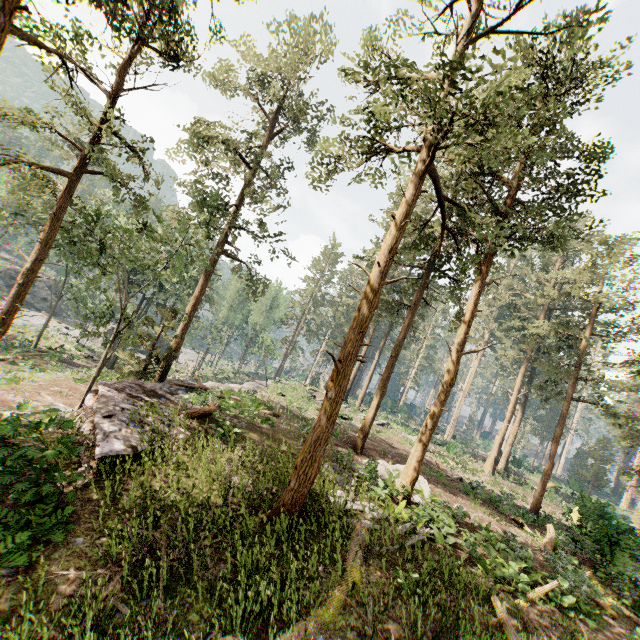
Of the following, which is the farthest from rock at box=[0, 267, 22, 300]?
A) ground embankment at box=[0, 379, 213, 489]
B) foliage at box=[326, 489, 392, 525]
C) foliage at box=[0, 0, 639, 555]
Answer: foliage at box=[326, 489, 392, 525]

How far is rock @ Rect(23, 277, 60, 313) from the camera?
53.09m

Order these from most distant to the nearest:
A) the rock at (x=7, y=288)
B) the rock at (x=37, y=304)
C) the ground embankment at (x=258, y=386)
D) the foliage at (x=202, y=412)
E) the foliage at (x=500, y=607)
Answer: the rock at (x=37, y=304), the rock at (x=7, y=288), the ground embankment at (x=258, y=386), the foliage at (x=202, y=412), the foliage at (x=500, y=607)

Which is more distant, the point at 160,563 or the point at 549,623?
the point at 549,623

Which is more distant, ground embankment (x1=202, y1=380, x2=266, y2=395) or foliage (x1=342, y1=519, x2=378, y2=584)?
ground embankment (x1=202, y1=380, x2=266, y2=395)

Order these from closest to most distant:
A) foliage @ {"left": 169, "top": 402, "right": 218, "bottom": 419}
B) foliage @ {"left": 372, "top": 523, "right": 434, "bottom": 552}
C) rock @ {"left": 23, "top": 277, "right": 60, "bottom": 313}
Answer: foliage @ {"left": 372, "top": 523, "right": 434, "bottom": 552} → foliage @ {"left": 169, "top": 402, "right": 218, "bottom": 419} → rock @ {"left": 23, "top": 277, "right": 60, "bottom": 313}

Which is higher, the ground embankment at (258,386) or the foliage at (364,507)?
the foliage at (364,507)
